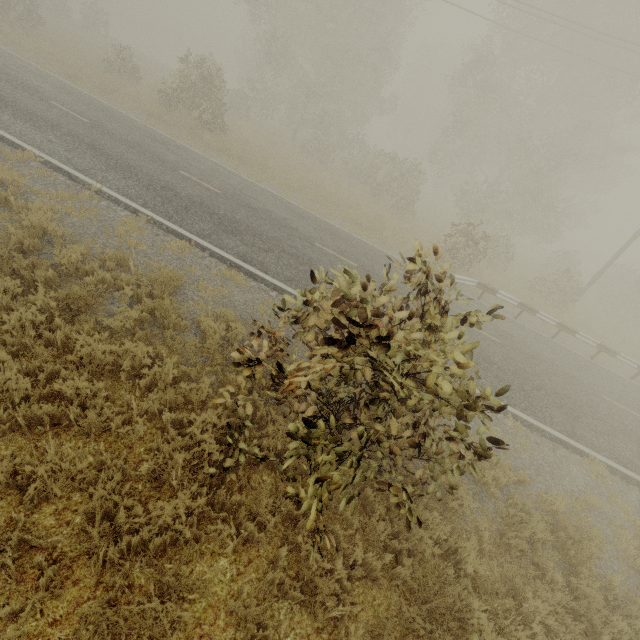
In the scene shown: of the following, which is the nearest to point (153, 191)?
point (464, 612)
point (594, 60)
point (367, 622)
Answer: point (367, 622)

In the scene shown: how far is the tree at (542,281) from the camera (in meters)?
17.89

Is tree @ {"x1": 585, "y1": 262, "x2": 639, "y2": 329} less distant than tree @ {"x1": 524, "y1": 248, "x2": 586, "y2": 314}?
No

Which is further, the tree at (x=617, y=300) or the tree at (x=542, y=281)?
the tree at (x=617, y=300)

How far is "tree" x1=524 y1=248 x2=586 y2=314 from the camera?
17.89m
